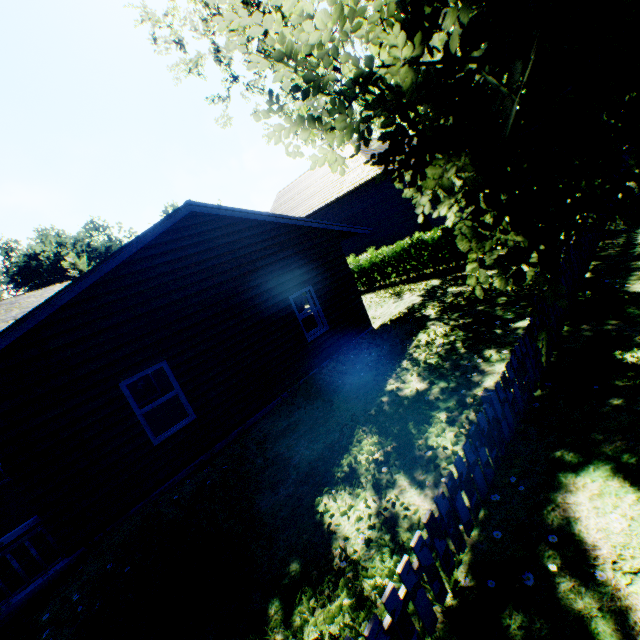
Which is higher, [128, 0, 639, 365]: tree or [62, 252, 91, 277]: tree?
[62, 252, 91, 277]: tree

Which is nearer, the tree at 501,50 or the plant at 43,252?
the tree at 501,50

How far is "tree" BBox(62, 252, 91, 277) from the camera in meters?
25.2

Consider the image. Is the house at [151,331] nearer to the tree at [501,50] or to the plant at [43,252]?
the tree at [501,50]

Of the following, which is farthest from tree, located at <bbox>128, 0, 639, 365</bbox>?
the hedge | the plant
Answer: the hedge

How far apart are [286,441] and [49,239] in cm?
6886

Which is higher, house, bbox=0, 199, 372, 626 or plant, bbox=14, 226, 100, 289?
plant, bbox=14, 226, 100, 289

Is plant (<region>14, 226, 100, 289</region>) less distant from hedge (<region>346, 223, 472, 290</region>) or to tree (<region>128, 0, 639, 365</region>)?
tree (<region>128, 0, 639, 365</region>)
